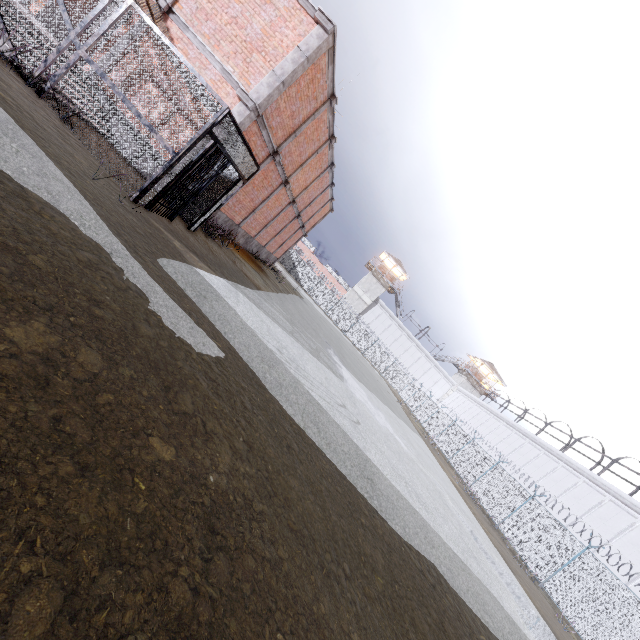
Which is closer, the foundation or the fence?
the fence

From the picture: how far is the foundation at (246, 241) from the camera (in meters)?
13.84

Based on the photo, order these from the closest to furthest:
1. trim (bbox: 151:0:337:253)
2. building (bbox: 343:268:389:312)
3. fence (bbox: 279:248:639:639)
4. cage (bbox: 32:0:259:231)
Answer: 1. cage (bbox: 32:0:259:231)
2. trim (bbox: 151:0:337:253)
3. fence (bbox: 279:248:639:639)
4. building (bbox: 343:268:389:312)

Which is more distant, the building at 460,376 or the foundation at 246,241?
the building at 460,376

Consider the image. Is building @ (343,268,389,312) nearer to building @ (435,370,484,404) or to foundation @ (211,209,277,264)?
building @ (435,370,484,404)

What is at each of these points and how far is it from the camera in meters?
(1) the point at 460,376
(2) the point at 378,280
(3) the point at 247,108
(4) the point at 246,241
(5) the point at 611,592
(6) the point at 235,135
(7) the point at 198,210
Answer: (1) building, 55.6
(2) building, 53.5
(3) trim, 9.6
(4) foundation, 18.5
(5) fence, 13.1
(6) cage, 8.8
(7) cage, 9.9

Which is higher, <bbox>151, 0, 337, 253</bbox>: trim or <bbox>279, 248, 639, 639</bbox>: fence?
<bbox>151, 0, 337, 253</bbox>: trim

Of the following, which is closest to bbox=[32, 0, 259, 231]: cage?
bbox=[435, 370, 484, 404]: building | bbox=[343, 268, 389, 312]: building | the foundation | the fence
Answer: the foundation
